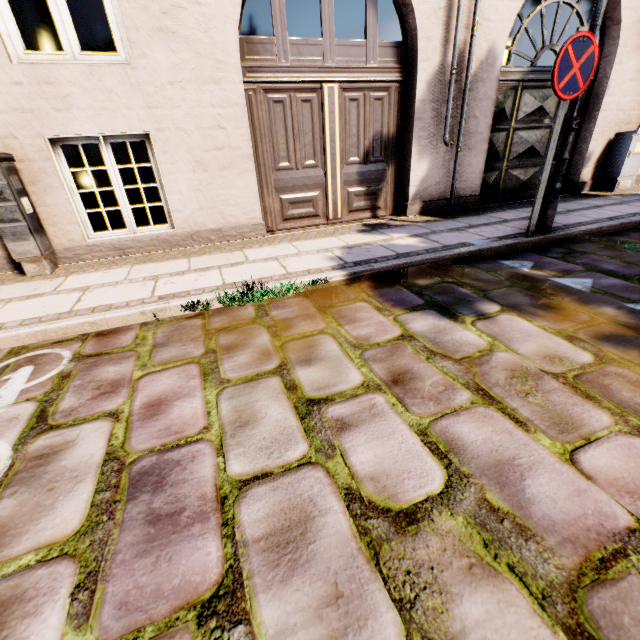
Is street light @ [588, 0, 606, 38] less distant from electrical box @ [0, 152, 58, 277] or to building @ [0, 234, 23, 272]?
electrical box @ [0, 152, 58, 277]

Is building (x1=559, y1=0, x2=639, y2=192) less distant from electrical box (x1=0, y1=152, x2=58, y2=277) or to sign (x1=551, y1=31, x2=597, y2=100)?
sign (x1=551, y1=31, x2=597, y2=100)

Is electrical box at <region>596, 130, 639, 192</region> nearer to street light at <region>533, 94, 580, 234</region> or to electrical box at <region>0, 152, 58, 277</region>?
street light at <region>533, 94, 580, 234</region>

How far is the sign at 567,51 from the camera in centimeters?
302cm

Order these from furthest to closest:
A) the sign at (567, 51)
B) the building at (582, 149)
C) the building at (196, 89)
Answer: the building at (582, 149) → the building at (196, 89) → the sign at (567, 51)

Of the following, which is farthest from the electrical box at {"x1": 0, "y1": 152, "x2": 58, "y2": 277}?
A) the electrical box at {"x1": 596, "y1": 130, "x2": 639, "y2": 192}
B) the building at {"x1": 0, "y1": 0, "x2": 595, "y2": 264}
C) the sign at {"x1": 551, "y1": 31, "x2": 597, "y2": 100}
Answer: the building at {"x1": 0, "y1": 0, "x2": 595, "y2": 264}

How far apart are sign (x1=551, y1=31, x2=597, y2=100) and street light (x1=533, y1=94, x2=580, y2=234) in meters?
0.1 m

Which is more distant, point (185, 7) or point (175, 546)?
point (185, 7)
